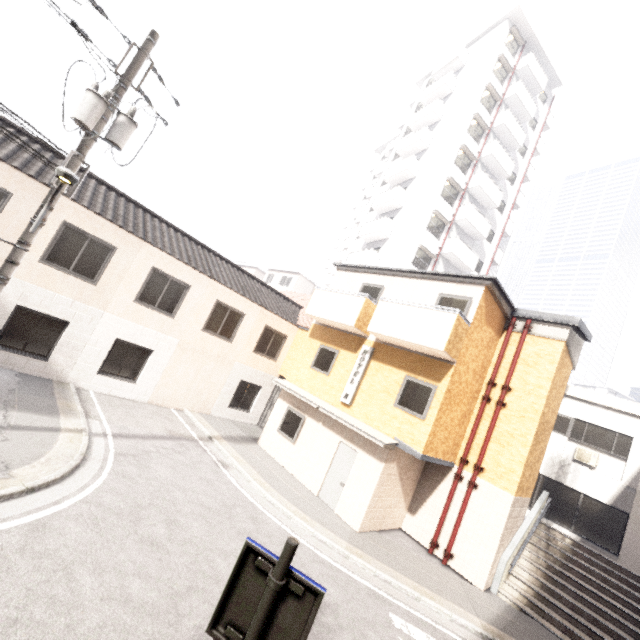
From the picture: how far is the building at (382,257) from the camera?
24.80m

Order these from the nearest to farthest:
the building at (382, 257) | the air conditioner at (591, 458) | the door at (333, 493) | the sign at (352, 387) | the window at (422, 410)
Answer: the window at (422, 410) < the door at (333, 493) < the sign at (352, 387) < the air conditioner at (591, 458) < the building at (382, 257)

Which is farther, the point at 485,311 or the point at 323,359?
the point at 323,359

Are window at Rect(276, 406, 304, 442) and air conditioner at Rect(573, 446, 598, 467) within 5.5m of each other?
no

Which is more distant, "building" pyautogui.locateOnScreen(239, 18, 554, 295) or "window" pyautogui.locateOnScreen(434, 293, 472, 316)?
"building" pyautogui.locateOnScreen(239, 18, 554, 295)

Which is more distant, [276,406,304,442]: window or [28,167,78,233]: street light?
[276,406,304,442]: window

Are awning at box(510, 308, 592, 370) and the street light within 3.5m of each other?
no

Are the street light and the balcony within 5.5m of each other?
no
